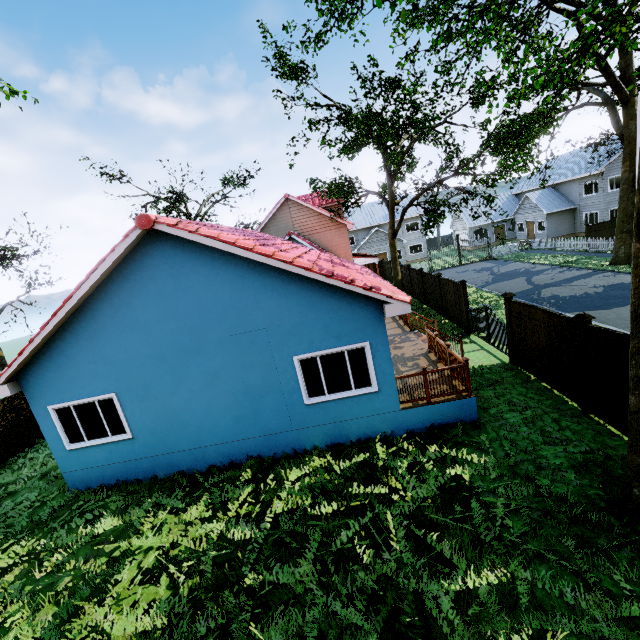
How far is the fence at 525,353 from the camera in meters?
8.4

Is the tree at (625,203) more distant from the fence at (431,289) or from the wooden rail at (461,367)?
the wooden rail at (461,367)

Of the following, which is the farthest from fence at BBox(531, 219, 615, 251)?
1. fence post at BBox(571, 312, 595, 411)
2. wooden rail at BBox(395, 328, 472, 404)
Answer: wooden rail at BBox(395, 328, 472, 404)

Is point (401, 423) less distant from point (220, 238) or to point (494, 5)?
→ point (220, 238)

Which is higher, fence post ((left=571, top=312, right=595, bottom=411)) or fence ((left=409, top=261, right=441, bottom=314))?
fence post ((left=571, top=312, right=595, bottom=411))

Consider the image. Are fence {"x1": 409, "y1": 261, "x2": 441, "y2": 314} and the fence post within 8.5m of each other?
no

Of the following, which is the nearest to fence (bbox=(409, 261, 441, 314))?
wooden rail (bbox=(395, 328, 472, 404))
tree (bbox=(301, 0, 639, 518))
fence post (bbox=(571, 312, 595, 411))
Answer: tree (bbox=(301, 0, 639, 518))
